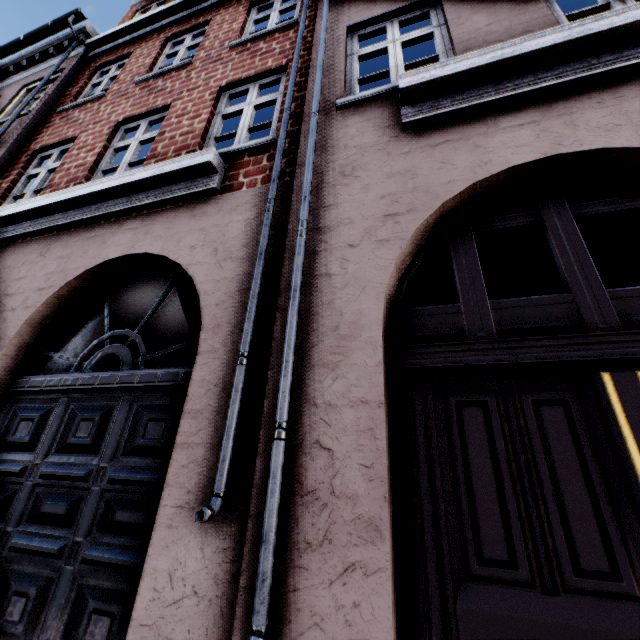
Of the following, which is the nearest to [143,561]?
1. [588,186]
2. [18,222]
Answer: [588,186]
